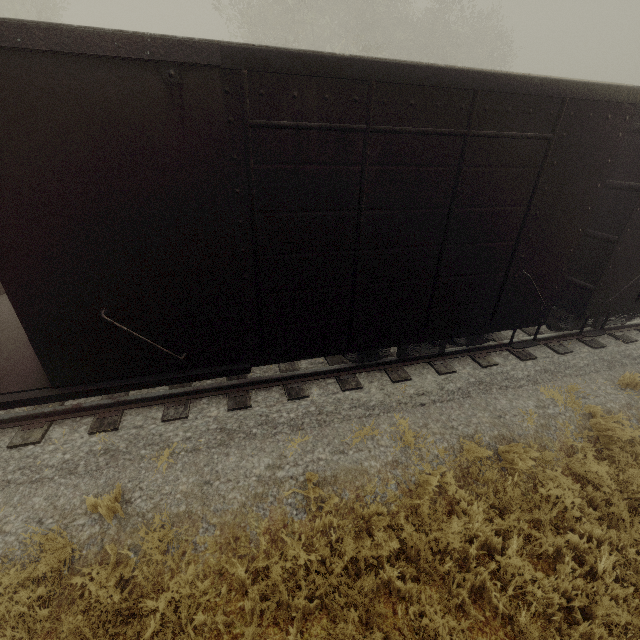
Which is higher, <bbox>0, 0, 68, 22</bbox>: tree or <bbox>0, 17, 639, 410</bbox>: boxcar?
<bbox>0, 0, 68, 22</bbox>: tree

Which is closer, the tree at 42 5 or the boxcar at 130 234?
→ the boxcar at 130 234

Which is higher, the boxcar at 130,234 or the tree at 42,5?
the tree at 42,5

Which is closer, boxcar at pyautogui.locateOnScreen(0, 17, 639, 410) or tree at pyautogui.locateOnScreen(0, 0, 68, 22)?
boxcar at pyautogui.locateOnScreen(0, 17, 639, 410)

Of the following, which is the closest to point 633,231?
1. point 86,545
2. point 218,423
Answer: point 218,423
